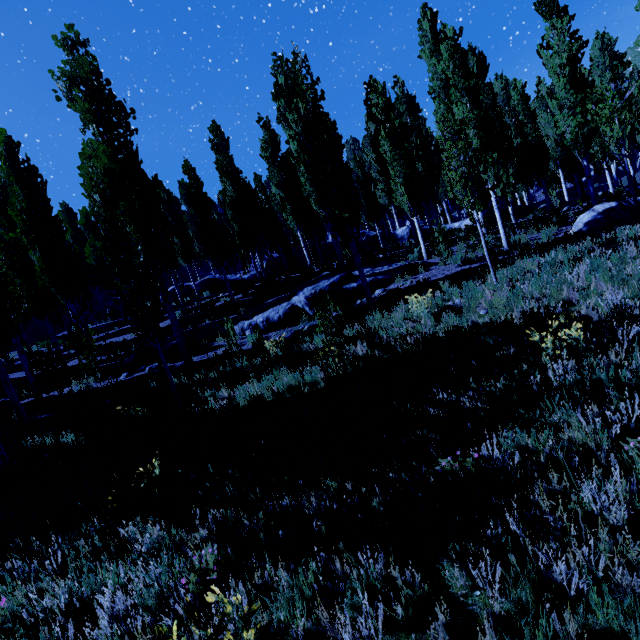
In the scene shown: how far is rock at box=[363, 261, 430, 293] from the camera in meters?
12.9 m

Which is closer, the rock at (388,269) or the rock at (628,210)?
the rock at (628,210)

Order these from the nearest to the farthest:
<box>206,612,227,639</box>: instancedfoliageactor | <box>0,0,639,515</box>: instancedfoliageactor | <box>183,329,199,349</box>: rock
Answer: <box>206,612,227,639</box>: instancedfoliageactor, <box>0,0,639,515</box>: instancedfoliageactor, <box>183,329,199,349</box>: rock

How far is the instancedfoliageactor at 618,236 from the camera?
7.9 meters

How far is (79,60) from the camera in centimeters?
1020cm

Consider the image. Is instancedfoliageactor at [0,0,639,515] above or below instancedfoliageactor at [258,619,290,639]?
above

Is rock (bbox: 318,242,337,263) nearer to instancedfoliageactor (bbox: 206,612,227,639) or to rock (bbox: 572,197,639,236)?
instancedfoliageactor (bbox: 206,612,227,639)
